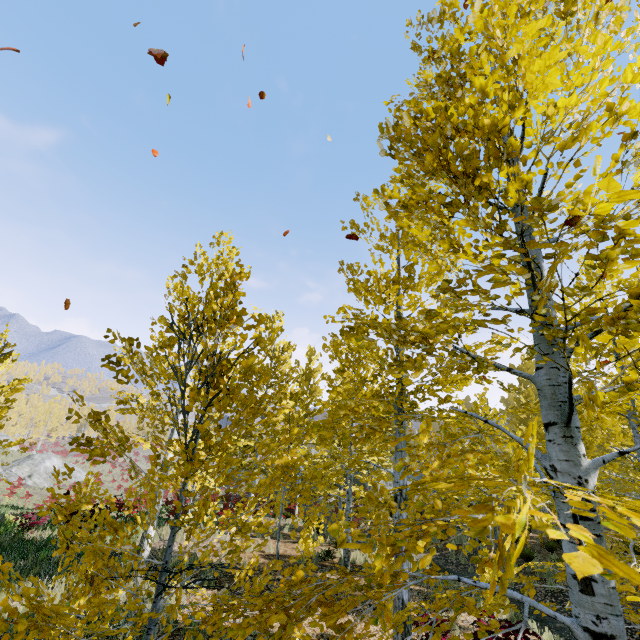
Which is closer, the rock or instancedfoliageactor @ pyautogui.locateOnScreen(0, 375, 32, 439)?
instancedfoliageactor @ pyautogui.locateOnScreen(0, 375, 32, 439)

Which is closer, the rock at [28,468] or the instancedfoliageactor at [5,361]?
the instancedfoliageactor at [5,361]

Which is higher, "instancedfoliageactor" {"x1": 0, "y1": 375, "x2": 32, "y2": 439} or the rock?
"instancedfoliageactor" {"x1": 0, "y1": 375, "x2": 32, "y2": 439}

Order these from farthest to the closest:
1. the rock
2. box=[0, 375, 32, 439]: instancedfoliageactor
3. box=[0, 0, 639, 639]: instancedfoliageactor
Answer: the rock, box=[0, 375, 32, 439]: instancedfoliageactor, box=[0, 0, 639, 639]: instancedfoliageactor

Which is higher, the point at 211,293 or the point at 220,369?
the point at 211,293

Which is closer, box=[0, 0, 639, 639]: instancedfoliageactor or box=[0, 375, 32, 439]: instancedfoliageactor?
box=[0, 0, 639, 639]: instancedfoliageactor

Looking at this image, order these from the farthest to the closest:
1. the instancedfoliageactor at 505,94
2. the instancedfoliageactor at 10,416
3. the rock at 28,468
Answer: the rock at 28,468
the instancedfoliageactor at 10,416
the instancedfoliageactor at 505,94
